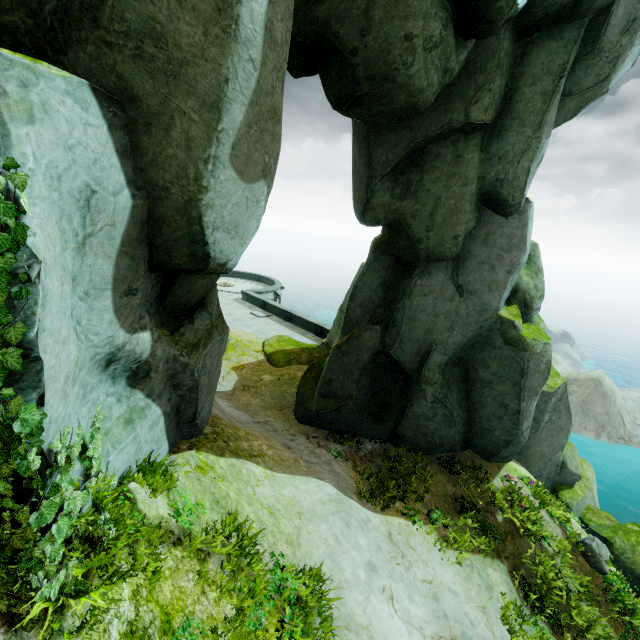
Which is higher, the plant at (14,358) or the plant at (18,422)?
the plant at (14,358)

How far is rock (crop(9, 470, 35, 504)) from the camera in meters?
2.7 m

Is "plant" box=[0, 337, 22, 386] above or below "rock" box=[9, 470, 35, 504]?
above

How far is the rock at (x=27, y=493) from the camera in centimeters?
270cm

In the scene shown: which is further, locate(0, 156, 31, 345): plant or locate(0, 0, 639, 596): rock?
locate(0, 0, 639, 596): rock

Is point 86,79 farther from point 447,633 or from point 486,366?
point 486,366

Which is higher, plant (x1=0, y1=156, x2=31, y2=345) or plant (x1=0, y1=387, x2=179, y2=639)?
plant (x1=0, y1=156, x2=31, y2=345)
